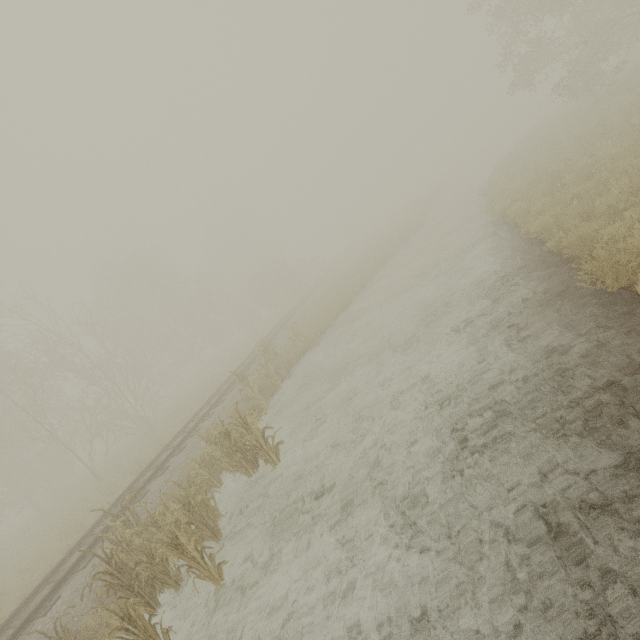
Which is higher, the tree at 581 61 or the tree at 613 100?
→ the tree at 581 61

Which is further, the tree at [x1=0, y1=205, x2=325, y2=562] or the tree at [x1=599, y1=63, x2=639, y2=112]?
the tree at [x1=0, y1=205, x2=325, y2=562]

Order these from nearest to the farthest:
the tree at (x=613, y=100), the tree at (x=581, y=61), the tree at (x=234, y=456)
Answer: the tree at (x=234, y=456)
the tree at (x=613, y=100)
the tree at (x=581, y=61)

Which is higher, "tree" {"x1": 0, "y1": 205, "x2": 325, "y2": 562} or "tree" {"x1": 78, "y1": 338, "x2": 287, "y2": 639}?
"tree" {"x1": 0, "y1": 205, "x2": 325, "y2": 562}

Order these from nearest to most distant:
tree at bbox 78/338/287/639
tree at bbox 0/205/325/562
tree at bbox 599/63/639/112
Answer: tree at bbox 78/338/287/639 → tree at bbox 599/63/639/112 → tree at bbox 0/205/325/562

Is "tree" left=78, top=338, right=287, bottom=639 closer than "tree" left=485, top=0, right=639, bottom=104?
Yes

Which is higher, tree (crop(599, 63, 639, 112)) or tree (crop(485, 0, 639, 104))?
tree (crop(485, 0, 639, 104))

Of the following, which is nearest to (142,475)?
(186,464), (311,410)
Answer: (186,464)
